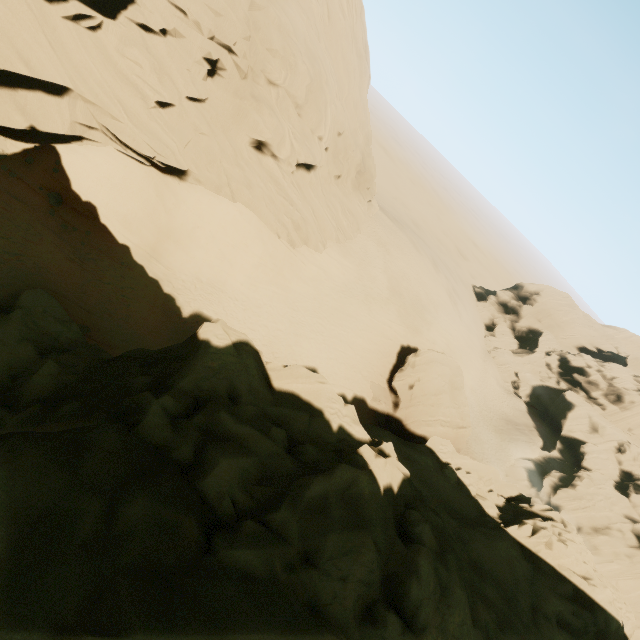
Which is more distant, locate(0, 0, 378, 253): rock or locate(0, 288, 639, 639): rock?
locate(0, 0, 378, 253): rock

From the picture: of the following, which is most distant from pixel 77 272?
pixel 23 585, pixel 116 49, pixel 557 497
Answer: pixel 557 497

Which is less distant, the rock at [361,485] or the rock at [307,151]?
the rock at [361,485]
